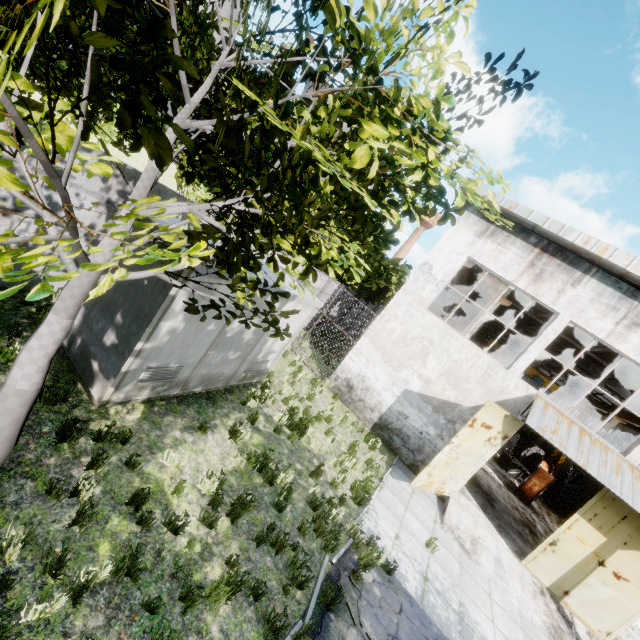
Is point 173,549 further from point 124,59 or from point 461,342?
point 461,342

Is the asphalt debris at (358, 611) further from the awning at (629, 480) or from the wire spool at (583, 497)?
the wire spool at (583, 497)

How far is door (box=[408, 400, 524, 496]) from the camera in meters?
10.2 m

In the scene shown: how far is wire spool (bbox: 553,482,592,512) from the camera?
21.0m

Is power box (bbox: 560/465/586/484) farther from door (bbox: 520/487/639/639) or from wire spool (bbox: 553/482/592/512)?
door (bbox: 520/487/639/639)

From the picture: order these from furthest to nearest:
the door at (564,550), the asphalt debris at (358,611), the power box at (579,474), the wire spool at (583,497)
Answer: the power box at (579,474), the wire spool at (583,497), the door at (564,550), the asphalt debris at (358,611)

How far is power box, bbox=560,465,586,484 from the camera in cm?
2928

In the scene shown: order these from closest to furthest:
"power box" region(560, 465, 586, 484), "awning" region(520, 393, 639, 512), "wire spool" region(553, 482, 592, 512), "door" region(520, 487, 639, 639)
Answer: "awning" region(520, 393, 639, 512), "door" region(520, 487, 639, 639), "wire spool" region(553, 482, 592, 512), "power box" region(560, 465, 586, 484)
